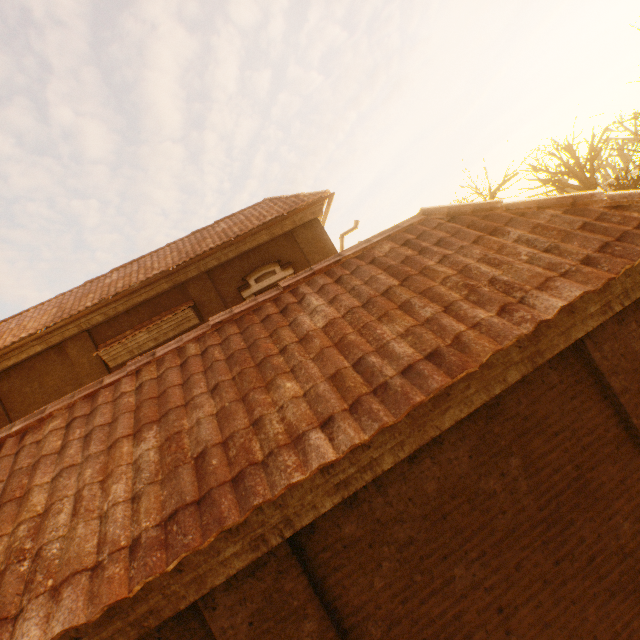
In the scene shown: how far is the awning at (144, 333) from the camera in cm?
969

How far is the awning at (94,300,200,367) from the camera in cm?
969

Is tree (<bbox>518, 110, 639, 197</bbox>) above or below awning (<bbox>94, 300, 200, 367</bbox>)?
below

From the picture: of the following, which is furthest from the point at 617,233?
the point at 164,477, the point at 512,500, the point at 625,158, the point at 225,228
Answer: the point at 625,158

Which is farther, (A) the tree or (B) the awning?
(A) the tree

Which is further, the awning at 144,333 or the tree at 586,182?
the tree at 586,182
